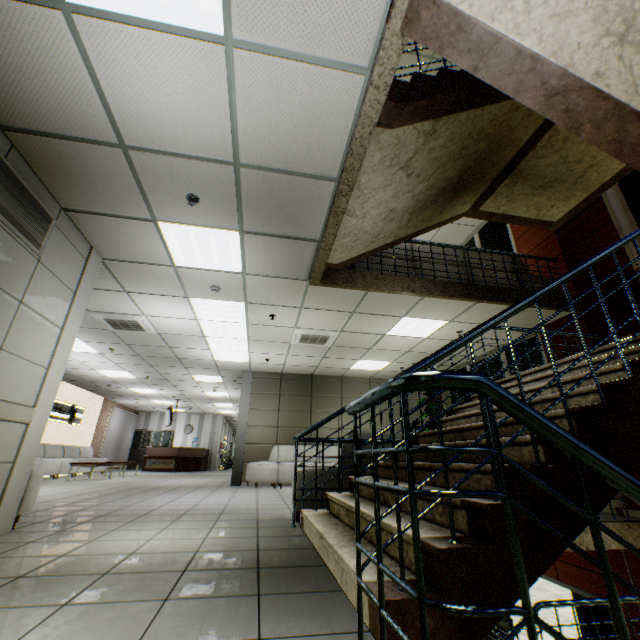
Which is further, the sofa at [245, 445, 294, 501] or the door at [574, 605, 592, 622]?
the sofa at [245, 445, 294, 501]

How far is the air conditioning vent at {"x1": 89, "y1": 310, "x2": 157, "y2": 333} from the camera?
6.3m

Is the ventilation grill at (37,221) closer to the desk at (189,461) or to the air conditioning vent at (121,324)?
the air conditioning vent at (121,324)

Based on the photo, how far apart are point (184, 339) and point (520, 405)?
7.67m

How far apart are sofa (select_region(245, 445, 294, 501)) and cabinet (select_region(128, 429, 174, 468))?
12.50m

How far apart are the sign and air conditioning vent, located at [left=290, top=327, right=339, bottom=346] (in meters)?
9.88

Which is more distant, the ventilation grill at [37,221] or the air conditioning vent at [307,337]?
the air conditioning vent at [307,337]

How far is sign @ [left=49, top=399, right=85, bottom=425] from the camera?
11.7 meters
